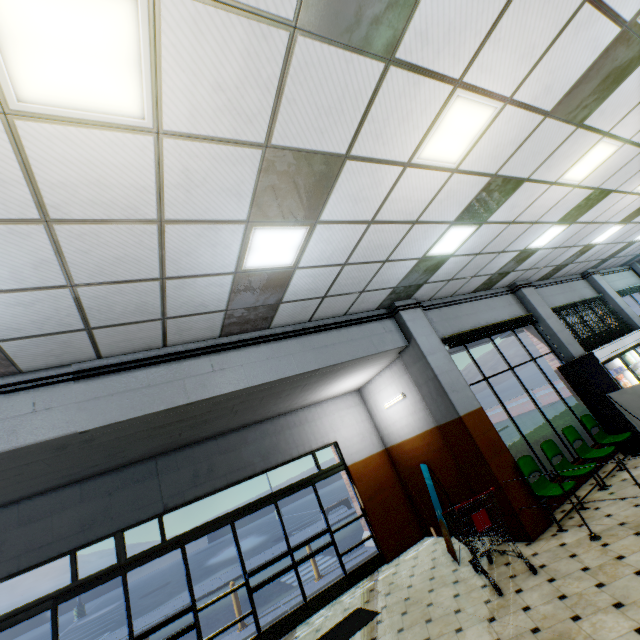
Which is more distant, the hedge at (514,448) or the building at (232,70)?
the hedge at (514,448)

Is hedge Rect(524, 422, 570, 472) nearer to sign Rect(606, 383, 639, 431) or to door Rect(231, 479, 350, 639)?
sign Rect(606, 383, 639, 431)

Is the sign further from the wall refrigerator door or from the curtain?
the curtain

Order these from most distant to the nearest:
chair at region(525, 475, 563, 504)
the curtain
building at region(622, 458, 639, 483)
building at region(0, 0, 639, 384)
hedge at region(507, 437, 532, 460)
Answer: the curtain, hedge at region(507, 437, 532, 460), building at region(622, 458, 639, 483), chair at region(525, 475, 563, 504), building at region(0, 0, 639, 384)

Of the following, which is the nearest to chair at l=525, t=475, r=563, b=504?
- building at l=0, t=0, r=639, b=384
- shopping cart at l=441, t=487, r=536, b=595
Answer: building at l=0, t=0, r=639, b=384

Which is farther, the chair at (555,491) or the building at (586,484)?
the building at (586,484)

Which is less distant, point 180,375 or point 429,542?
point 180,375

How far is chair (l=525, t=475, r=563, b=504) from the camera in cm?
550
